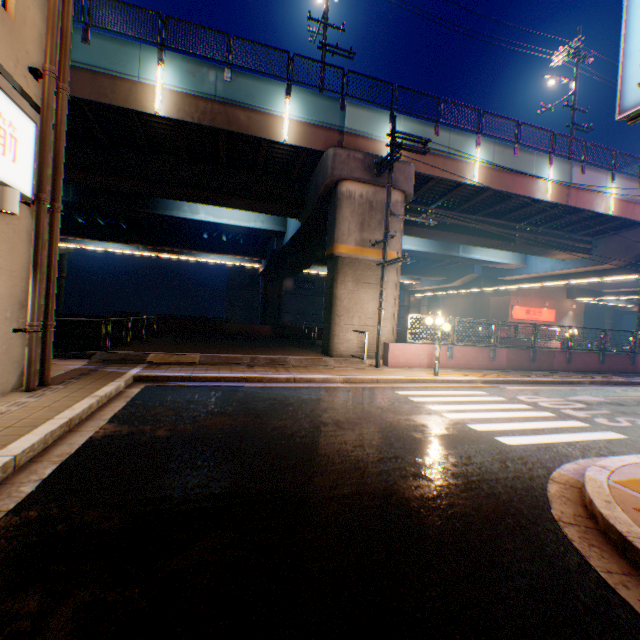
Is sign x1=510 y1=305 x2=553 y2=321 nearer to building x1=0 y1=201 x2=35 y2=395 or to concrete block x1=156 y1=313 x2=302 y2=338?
concrete block x1=156 y1=313 x2=302 y2=338

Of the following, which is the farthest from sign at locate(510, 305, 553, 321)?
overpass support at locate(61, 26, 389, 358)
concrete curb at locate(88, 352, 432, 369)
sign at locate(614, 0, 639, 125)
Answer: sign at locate(614, 0, 639, 125)

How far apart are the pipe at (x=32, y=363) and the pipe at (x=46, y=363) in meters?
0.3 m

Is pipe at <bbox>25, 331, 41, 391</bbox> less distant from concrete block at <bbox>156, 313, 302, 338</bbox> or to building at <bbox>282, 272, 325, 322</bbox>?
concrete block at <bbox>156, 313, 302, 338</bbox>

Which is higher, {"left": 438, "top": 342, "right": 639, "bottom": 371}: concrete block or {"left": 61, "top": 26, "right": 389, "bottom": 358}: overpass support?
{"left": 61, "top": 26, "right": 389, "bottom": 358}: overpass support

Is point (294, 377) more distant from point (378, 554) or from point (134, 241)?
point (134, 241)

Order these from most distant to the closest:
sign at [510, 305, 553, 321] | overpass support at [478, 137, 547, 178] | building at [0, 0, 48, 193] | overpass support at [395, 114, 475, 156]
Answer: sign at [510, 305, 553, 321] < overpass support at [478, 137, 547, 178] < overpass support at [395, 114, 475, 156] < building at [0, 0, 48, 193]

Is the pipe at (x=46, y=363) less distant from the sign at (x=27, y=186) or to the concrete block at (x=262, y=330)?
the sign at (x=27, y=186)
